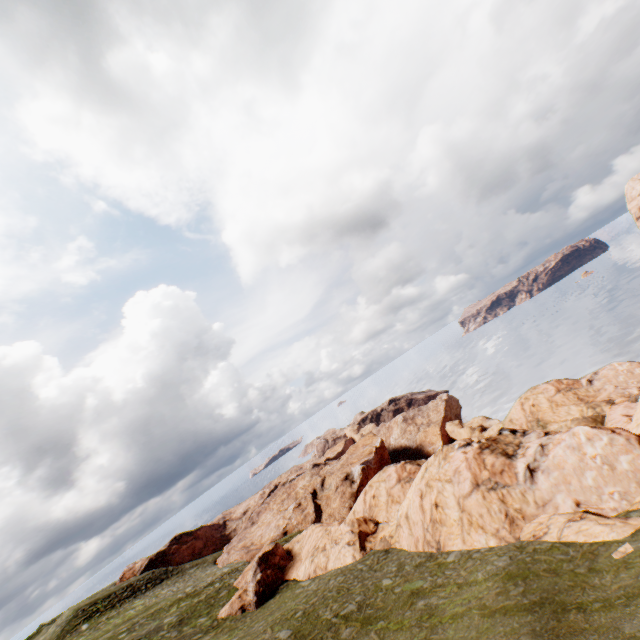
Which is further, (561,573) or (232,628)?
(232,628)
